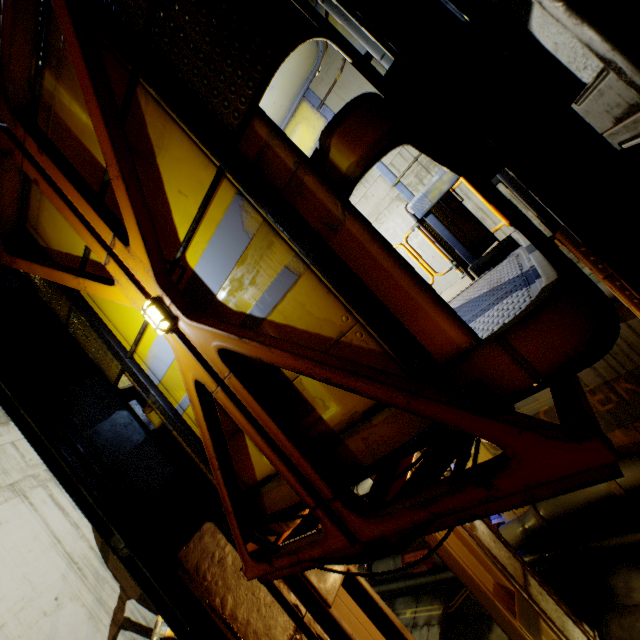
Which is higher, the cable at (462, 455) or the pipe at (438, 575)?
the cable at (462, 455)

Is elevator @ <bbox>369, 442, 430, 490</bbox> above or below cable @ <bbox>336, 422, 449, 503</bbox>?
below

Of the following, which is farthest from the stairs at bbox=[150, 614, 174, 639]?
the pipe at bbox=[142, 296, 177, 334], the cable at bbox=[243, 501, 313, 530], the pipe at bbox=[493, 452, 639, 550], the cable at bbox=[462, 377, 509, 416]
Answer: the pipe at bbox=[142, 296, 177, 334]

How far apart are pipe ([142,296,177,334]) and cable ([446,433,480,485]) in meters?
1.2 m

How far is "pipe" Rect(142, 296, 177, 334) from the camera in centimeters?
174cm

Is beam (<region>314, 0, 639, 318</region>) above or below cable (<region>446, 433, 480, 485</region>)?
above

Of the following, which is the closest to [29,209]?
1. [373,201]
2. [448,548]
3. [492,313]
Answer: [492,313]

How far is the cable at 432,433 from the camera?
1.3 meters
